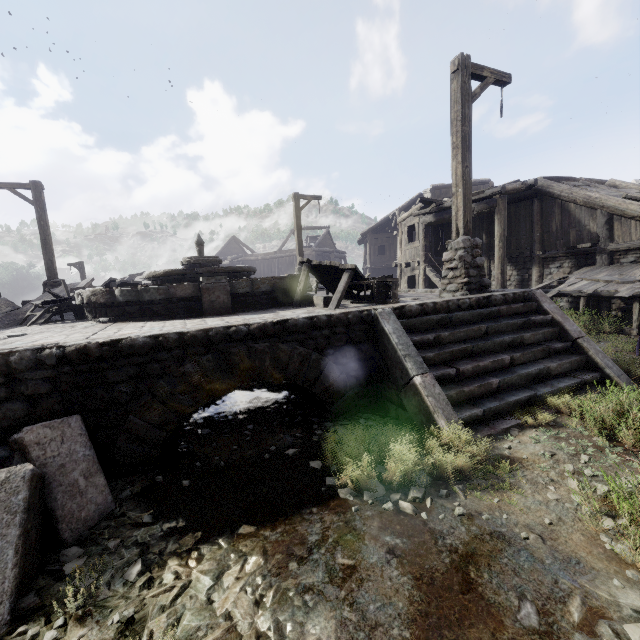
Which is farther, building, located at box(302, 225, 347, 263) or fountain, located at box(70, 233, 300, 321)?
building, located at box(302, 225, 347, 263)

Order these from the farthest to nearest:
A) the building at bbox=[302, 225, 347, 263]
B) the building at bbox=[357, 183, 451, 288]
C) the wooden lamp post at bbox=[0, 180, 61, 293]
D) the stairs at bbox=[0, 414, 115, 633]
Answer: the building at bbox=[302, 225, 347, 263], the building at bbox=[357, 183, 451, 288], the wooden lamp post at bbox=[0, 180, 61, 293], the stairs at bbox=[0, 414, 115, 633]

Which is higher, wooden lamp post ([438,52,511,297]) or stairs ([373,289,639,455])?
wooden lamp post ([438,52,511,297])

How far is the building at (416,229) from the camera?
16.5m

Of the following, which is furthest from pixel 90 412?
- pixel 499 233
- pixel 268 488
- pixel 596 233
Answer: pixel 596 233

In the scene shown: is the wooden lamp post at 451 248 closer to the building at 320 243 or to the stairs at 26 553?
the building at 320 243

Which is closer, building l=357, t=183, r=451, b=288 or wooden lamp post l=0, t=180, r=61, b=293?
wooden lamp post l=0, t=180, r=61, b=293

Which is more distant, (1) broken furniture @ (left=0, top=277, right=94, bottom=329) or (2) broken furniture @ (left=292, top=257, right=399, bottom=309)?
(1) broken furniture @ (left=0, top=277, right=94, bottom=329)
